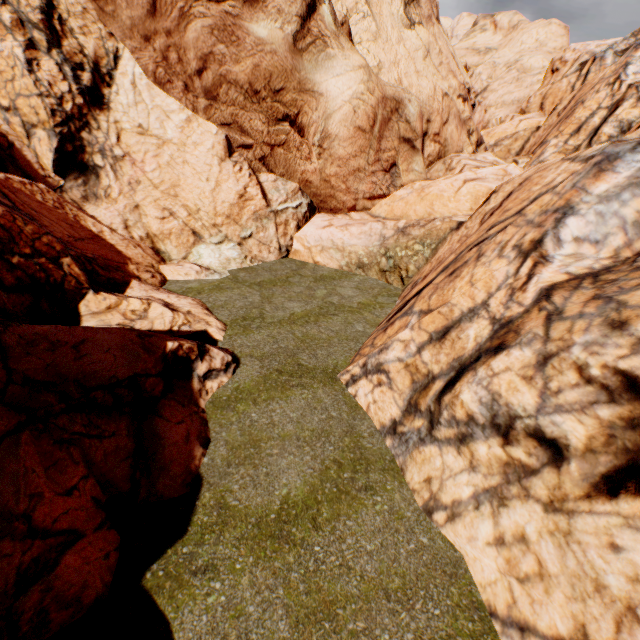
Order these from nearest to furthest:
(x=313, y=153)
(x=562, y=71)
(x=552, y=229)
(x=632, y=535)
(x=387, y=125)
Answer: (x=632, y=535)
(x=552, y=229)
(x=313, y=153)
(x=387, y=125)
(x=562, y=71)
